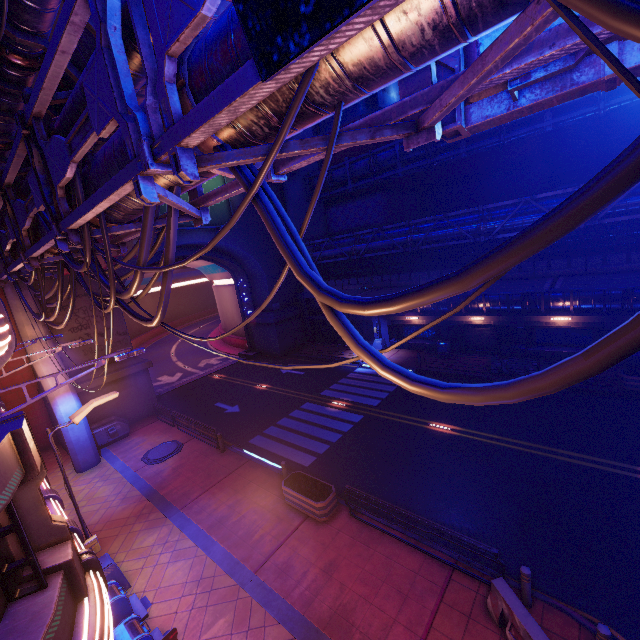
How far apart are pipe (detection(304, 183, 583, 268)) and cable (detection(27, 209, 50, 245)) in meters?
19.2 m

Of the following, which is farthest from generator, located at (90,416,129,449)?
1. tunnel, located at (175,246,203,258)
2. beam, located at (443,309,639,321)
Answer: beam, located at (443,309,639,321)

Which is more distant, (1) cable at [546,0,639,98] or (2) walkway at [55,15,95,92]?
(2) walkway at [55,15,95,92]

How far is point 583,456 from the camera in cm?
1283

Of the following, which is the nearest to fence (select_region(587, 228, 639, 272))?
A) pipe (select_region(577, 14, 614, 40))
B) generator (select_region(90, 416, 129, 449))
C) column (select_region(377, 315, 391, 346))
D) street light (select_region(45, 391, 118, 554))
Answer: column (select_region(377, 315, 391, 346))

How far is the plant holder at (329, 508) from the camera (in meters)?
11.41

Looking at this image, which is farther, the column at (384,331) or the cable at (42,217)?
the column at (384,331)

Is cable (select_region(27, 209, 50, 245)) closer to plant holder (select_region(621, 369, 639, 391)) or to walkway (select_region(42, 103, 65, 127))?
walkway (select_region(42, 103, 65, 127))
